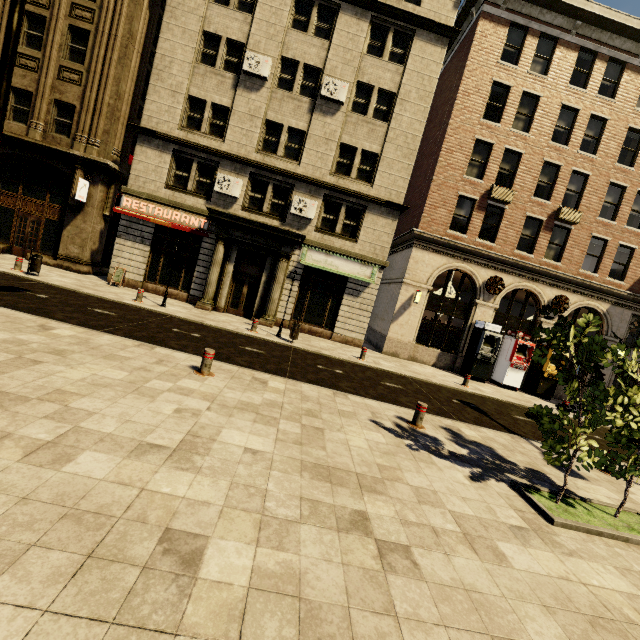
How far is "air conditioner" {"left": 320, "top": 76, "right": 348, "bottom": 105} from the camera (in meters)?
16.06

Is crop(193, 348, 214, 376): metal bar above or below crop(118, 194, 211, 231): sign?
below

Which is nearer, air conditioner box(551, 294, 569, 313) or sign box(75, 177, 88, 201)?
sign box(75, 177, 88, 201)

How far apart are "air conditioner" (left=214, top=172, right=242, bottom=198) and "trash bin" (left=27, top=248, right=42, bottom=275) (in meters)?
7.87

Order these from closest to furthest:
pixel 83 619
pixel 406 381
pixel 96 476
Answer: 1. pixel 83 619
2. pixel 96 476
3. pixel 406 381

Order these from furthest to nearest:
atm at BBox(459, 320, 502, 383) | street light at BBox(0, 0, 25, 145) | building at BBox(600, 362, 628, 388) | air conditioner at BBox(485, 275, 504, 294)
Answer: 1. building at BBox(600, 362, 628, 388)
2. air conditioner at BBox(485, 275, 504, 294)
3. atm at BBox(459, 320, 502, 383)
4. street light at BBox(0, 0, 25, 145)

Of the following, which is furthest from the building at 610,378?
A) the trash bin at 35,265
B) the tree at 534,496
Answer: the tree at 534,496

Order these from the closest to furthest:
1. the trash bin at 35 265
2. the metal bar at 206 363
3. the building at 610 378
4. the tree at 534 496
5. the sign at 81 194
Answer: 1. the tree at 534 496
2. the metal bar at 206 363
3. the trash bin at 35 265
4. the sign at 81 194
5. the building at 610 378
